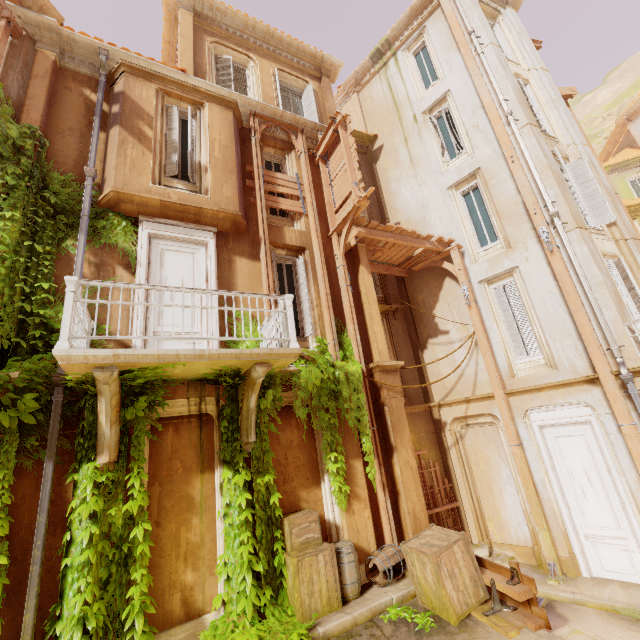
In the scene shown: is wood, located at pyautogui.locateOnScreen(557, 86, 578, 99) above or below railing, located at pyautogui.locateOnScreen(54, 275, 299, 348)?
above

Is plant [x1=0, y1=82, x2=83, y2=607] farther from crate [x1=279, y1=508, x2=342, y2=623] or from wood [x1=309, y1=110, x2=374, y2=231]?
wood [x1=309, y1=110, x2=374, y2=231]

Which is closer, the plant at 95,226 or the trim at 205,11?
the plant at 95,226

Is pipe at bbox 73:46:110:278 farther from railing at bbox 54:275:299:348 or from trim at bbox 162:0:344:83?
trim at bbox 162:0:344:83

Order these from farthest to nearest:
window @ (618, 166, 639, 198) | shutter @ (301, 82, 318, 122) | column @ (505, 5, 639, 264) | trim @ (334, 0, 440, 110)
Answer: window @ (618, 166, 639, 198)
trim @ (334, 0, 440, 110)
shutter @ (301, 82, 318, 122)
column @ (505, 5, 639, 264)

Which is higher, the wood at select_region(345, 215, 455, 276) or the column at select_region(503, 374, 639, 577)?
the wood at select_region(345, 215, 455, 276)

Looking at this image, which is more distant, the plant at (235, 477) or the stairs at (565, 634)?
the plant at (235, 477)

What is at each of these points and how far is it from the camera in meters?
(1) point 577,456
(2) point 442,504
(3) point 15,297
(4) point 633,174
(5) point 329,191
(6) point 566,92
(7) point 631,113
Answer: (1) door, 8.2 m
(2) wood, 9.9 m
(3) plant, 5.6 m
(4) window, 24.3 m
(5) wood, 10.4 m
(6) wood, 13.1 m
(7) trim, 24.8 m
